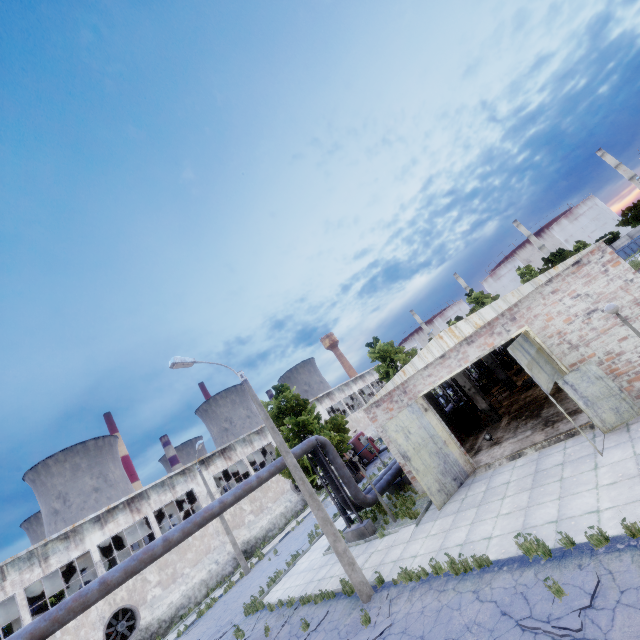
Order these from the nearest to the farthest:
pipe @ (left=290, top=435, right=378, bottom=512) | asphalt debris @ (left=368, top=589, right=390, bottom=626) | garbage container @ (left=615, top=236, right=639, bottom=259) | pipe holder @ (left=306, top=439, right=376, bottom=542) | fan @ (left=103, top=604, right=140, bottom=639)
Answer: asphalt debris @ (left=368, top=589, right=390, bottom=626)
pipe holder @ (left=306, top=439, right=376, bottom=542)
pipe @ (left=290, top=435, right=378, bottom=512)
fan @ (left=103, top=604, right=140, bottom=639)
garbage container @ (left=615, top=236, right=639, bottom=259)

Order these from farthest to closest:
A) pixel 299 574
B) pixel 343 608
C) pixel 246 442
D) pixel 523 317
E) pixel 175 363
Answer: pixel 246 442 < pixel 299 574 < pixel 523 317 < pixel 175 363 < pixel 343 608

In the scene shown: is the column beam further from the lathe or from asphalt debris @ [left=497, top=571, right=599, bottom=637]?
the lathe

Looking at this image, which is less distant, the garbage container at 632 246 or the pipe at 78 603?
the pipe at 78 603

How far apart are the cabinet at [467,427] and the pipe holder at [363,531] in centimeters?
821cm

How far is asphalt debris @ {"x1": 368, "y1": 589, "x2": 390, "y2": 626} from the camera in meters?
9.2

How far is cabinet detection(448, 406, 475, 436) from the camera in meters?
20.1

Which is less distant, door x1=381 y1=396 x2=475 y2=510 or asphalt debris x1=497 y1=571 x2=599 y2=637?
asphalt debris x1=497 y1=571 x2=599 y2=637
